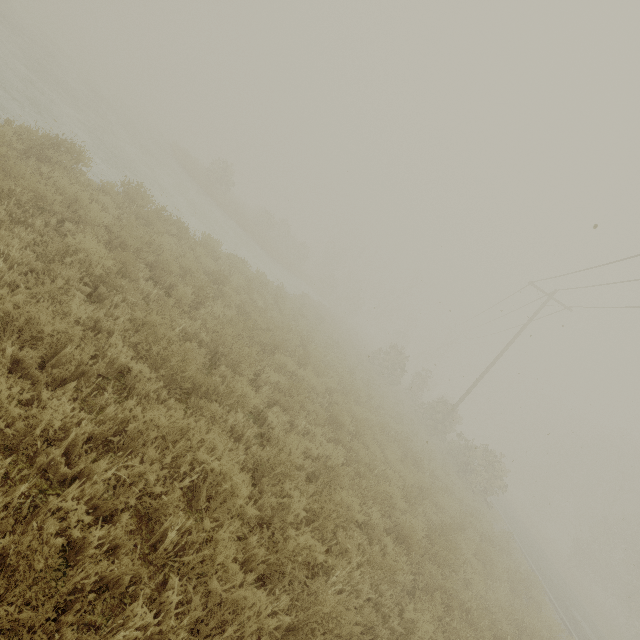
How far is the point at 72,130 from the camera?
10.52m

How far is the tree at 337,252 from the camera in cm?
3680

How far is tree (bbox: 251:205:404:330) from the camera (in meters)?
36.80
